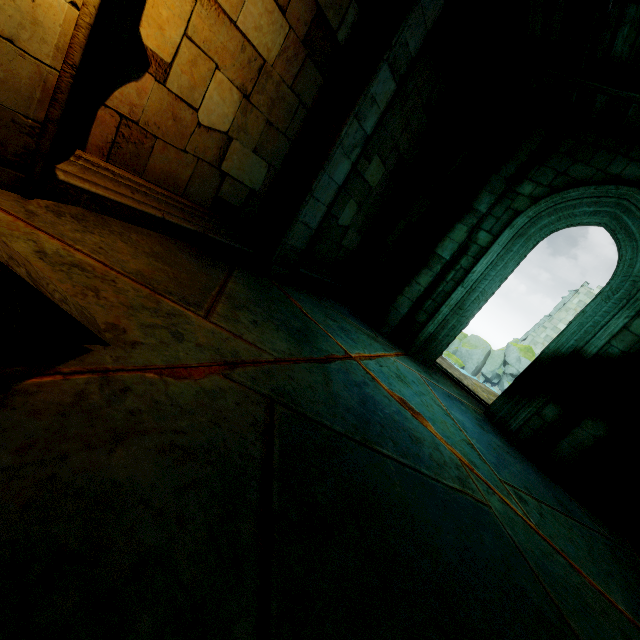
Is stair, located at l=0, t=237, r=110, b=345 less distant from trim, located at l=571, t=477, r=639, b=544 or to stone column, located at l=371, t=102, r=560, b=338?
stone column, located at l=371, t=102, r=560, b=338

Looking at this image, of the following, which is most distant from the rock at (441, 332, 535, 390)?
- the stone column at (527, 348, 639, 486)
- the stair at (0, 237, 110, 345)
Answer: the stair at (0, 237, 110, 345)

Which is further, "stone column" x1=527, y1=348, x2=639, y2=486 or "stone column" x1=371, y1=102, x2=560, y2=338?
"stone column" x1=371, y1=102, x2=560, y2=338

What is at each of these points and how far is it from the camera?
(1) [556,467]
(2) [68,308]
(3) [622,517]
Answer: (1) stone column, 5.2 meters
(2) stair, 1.6 meters
(3) trim, 5.2 meters

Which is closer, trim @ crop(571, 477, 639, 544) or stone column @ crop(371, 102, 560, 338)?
trim @ crop(571, 477, 639, 544)

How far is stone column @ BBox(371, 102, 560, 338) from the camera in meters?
5.7

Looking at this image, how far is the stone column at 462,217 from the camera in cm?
571

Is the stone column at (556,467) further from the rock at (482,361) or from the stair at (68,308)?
the rock at (482,361)
